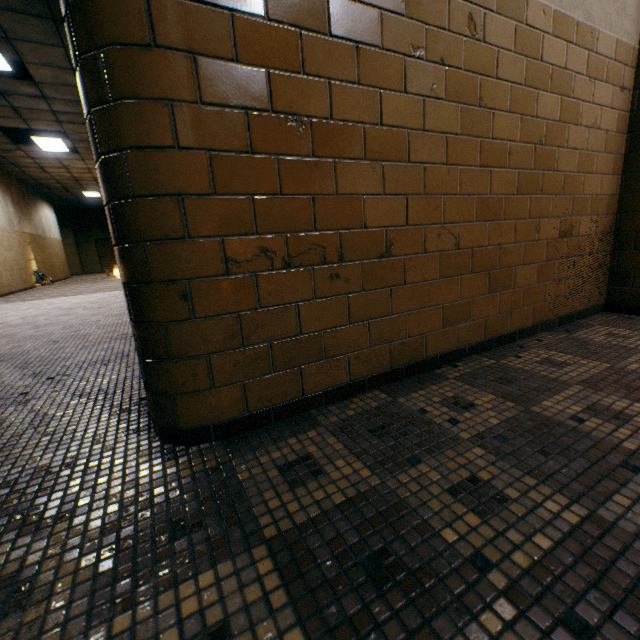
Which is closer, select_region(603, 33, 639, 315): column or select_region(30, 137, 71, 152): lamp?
select_region(603, 33, 639, 315): column

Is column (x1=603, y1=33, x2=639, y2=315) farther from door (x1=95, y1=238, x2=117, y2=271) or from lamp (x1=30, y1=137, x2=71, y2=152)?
door (x1=95, y1=238, x2=117, y2=271)

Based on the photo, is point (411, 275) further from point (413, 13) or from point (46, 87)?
point (46, 87)

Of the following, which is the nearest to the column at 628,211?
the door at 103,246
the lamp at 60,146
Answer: the lamp at 60,146

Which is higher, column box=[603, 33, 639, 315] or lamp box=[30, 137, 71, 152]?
lamp box=[30, 137, 71, 152]

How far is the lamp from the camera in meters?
8.5 m

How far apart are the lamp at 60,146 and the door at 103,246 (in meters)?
13.64
